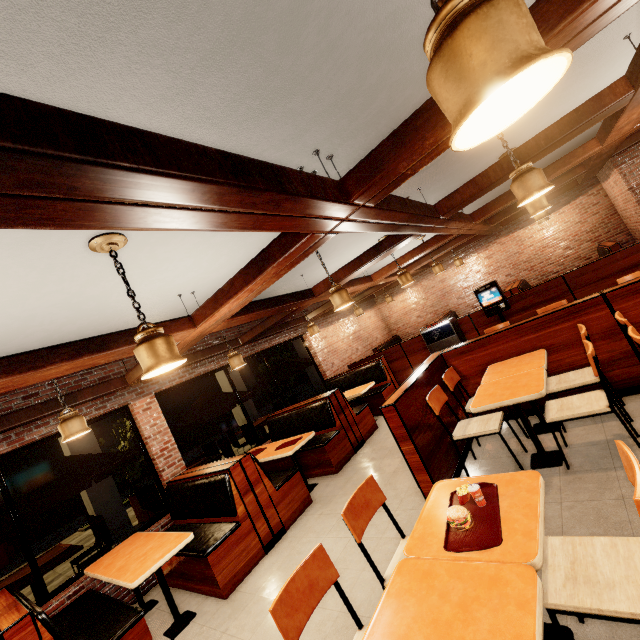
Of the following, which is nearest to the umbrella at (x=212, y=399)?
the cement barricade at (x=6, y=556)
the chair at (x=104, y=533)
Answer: the chair at (x=104, y=533)

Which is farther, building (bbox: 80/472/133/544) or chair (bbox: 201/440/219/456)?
chair (bbox: 201/440/219/456)

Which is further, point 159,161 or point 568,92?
point 568,92

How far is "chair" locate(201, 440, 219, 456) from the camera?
9.1 meters

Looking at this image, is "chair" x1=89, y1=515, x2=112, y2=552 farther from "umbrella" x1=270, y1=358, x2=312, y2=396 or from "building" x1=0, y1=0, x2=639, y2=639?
"umbrella" x1=270, y1=358, x2=312, y2=396

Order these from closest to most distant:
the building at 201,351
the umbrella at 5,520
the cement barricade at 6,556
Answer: the building at 201,351, the umbrella at 5,520, the cement barricade at 6,556

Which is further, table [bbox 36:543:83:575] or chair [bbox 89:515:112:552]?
chair [bbox 89:515:112:552]

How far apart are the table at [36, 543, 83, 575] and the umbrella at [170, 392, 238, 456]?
2.3 meters
